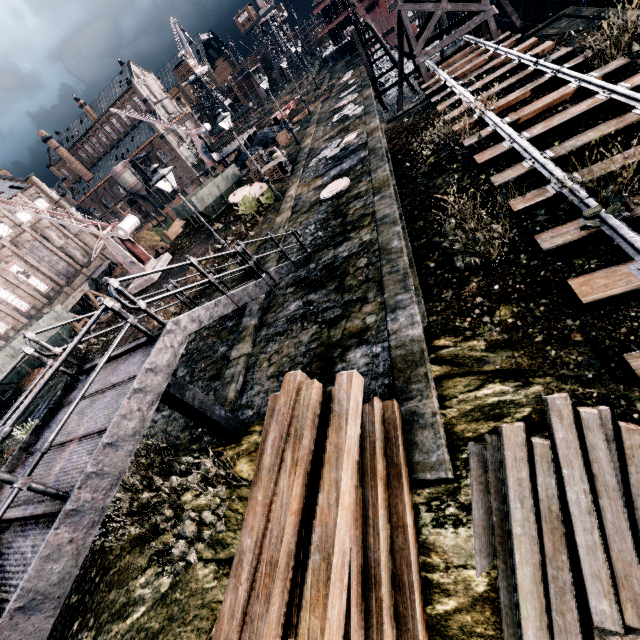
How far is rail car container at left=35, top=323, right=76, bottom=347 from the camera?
28.5 meters

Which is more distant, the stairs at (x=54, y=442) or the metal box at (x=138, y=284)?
the metal box at (x=138, y=284)

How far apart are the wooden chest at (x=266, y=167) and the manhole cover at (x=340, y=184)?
8.2m

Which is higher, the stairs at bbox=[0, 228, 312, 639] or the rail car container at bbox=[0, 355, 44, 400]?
the stairs at bbox=[0, 228, 312, 639]

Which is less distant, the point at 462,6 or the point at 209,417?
the point at 209,417

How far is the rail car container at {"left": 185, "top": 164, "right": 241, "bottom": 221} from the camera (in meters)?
25.17

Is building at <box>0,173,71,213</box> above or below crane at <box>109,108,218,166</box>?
above

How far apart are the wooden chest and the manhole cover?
8.23m
